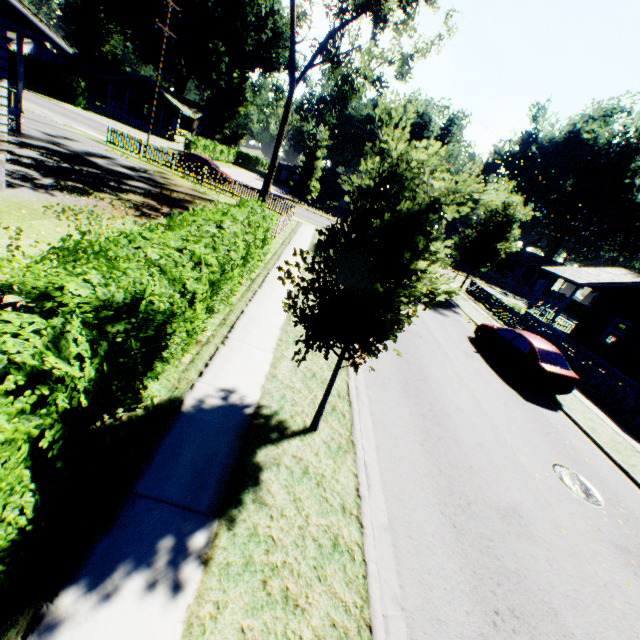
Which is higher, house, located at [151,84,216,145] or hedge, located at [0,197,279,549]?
house, located at [151,84,216,145]

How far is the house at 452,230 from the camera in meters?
55.9 m

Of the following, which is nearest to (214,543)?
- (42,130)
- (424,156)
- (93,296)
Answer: (93,296)

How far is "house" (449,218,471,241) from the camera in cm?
5589

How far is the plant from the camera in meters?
4.3

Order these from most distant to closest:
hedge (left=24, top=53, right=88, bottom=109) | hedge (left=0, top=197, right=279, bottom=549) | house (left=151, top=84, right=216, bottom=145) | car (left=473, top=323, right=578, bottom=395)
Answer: house (left=151, top=84, right=216, bottom=145) < hedge (left=24, top=53, right=88, bottom=109) < car (left=473, top=323, right=578, bottom=395) < hedge (left=0, top=197, right=279, bottom=549)

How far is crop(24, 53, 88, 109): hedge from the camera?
Result: 36.56m

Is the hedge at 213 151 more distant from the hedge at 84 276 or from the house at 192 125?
the hedge at 84 276
